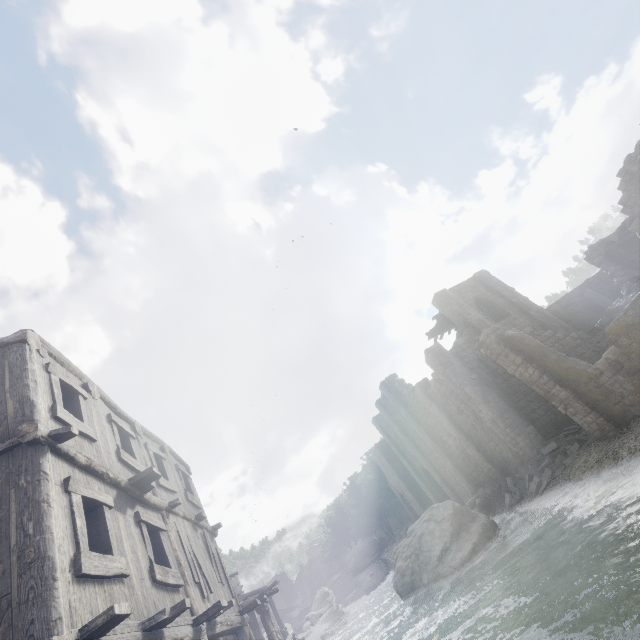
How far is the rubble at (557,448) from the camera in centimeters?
1723cm

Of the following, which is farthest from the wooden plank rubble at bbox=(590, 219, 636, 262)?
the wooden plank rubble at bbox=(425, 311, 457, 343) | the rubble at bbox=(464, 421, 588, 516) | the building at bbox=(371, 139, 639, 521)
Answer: the rubble at bbox=(464, 421, 588, 516)

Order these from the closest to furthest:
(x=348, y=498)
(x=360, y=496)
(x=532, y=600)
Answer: (x=532, y=600) → (x=360, y=496) → (x=348, y=498)

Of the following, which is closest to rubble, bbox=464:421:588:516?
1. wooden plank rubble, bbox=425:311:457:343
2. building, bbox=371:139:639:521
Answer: building, bbox=371:139:639:521

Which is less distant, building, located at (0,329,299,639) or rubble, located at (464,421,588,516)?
building, located at (0,329,299,639)

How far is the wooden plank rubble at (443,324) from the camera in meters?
28.6

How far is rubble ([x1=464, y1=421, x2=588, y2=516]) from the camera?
17.2 meters

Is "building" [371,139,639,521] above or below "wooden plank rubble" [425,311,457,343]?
below
